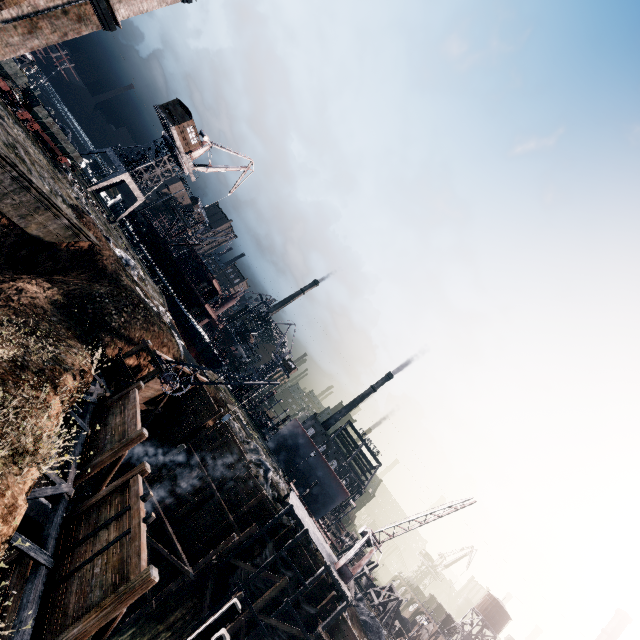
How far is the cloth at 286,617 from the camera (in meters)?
25.11

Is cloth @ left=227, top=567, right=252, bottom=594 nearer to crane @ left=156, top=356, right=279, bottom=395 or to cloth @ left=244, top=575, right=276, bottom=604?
cloth @ left=244, top=575, right=276, bottom=604

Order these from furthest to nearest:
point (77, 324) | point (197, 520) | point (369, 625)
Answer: point (369, 625), point (197, 520), point (77, 324)

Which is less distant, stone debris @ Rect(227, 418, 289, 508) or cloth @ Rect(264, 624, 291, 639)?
cloth @ Rect(264, 624, 291, 639)

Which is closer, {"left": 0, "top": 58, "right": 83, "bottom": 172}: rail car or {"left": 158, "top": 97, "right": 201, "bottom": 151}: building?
{"left": 0, "top": 58, "right": 83, "bottom": 172}: rail car

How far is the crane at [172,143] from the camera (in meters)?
45.41

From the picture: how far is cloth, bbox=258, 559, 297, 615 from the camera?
25.2 meters
